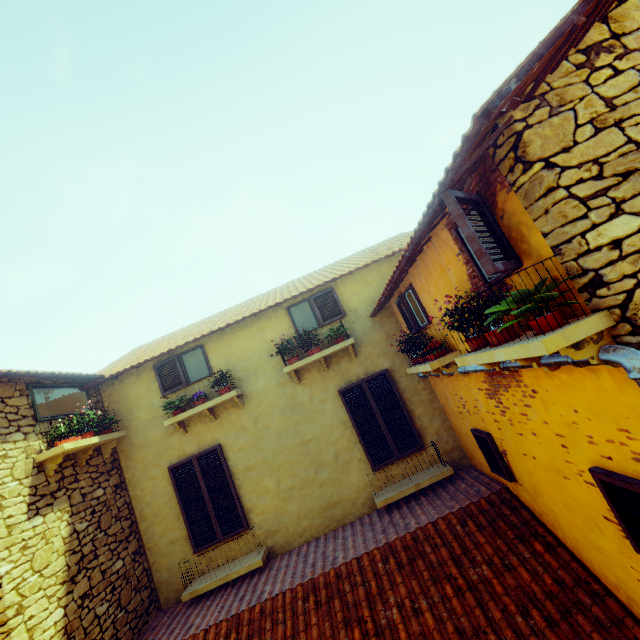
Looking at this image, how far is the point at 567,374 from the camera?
2.66m

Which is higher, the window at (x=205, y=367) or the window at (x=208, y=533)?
the window at (x=205, y=367)

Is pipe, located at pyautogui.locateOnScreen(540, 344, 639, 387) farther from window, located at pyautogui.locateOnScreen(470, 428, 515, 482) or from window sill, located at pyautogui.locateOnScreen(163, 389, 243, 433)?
window sill, located at pyautogui.locateOnScreen(163, 389, 243, 433)

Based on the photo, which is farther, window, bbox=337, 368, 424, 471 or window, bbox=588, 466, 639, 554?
window, bbox=337, 368, 424, 471

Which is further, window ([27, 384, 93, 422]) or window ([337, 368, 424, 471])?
window ([337, 368, 424, 471])

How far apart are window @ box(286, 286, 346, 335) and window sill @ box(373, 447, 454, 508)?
3.43m

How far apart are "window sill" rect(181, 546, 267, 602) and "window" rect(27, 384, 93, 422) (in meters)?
3.29

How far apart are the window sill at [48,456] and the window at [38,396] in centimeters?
57cm
